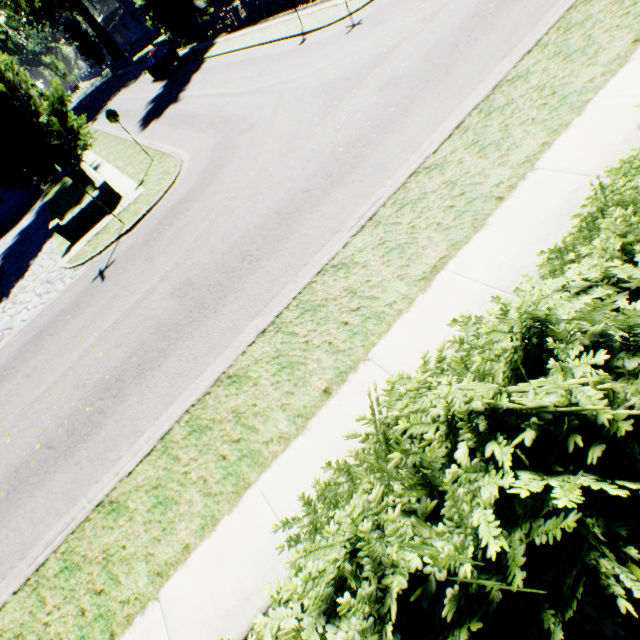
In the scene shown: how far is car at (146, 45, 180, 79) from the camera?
27.19m

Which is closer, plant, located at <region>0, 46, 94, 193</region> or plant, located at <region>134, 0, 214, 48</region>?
plant, located at <region>0, 46, 94, 193</region>

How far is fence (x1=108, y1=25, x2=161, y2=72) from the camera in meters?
48.3

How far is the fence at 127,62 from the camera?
48.31m

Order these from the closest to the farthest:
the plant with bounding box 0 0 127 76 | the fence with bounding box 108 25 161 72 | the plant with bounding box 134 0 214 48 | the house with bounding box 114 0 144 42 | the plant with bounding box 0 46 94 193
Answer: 1. the plant with bounding box 0 46 94 193
2. the plant with bounding box 134 0 214 48
3. the plant with bounding box 0 0 127 76
4. the fence with bounding box 108 25 161 72
5. the house with bounding box 114 0 144 42

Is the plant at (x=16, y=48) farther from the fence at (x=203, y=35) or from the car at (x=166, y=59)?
the car at (x=166, y=59)

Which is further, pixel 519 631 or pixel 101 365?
pixel 101 365

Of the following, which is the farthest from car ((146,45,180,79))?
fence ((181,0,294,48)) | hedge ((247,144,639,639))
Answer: hedge ((247,144,639,639))
